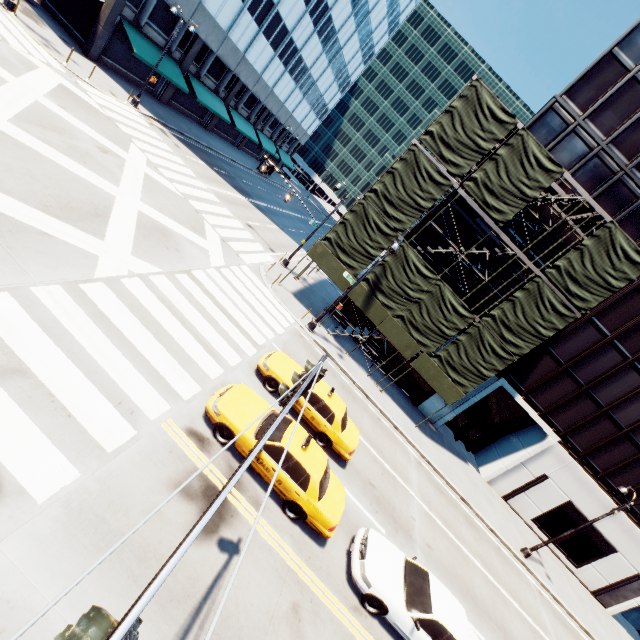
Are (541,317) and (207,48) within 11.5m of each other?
no

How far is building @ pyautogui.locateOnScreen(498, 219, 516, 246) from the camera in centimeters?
2092cm

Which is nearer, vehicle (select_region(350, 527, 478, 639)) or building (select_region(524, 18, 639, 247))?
vehicle (select_region(350, 527, 478, 639))

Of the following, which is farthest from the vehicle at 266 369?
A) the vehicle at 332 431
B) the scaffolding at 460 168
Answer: the scaffolding at 460 168

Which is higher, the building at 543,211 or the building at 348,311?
the building at 543,211

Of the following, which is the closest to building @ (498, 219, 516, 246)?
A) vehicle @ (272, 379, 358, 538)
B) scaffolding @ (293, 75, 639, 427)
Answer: scaffolding @ (293, 75, 639, 427)
